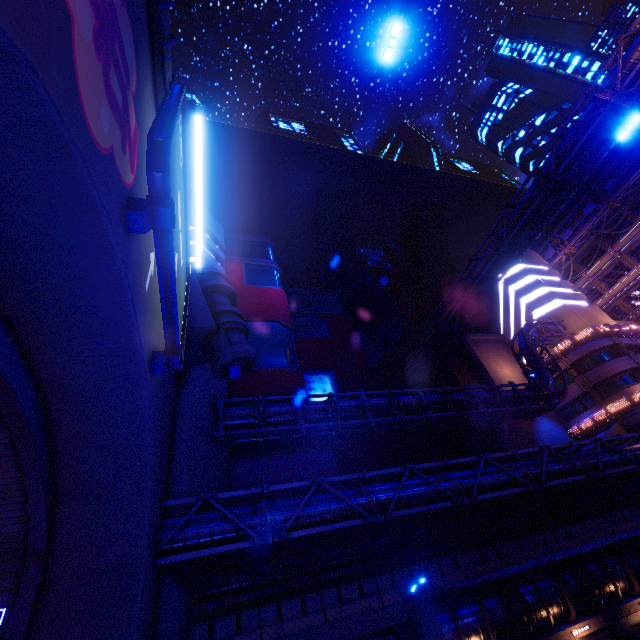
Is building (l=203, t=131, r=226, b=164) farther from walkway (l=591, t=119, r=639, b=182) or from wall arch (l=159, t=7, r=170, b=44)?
walkway (l=591, t=119, r=639, b=182)

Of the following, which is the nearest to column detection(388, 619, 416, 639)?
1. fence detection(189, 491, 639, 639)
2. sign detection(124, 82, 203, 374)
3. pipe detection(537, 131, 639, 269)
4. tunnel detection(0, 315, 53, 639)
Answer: fence detection(189, 491, 639, 639)

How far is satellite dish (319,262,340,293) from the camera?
48.60m

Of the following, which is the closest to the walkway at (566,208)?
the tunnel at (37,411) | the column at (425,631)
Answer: the tunnel at (37,411)

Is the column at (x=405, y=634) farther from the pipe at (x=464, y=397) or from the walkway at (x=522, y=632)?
the pipe at (x=464, y=397)

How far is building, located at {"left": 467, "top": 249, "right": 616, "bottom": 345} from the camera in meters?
39.4 m

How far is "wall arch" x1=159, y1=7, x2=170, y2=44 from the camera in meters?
8.2 m

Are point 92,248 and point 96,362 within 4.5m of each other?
yes
